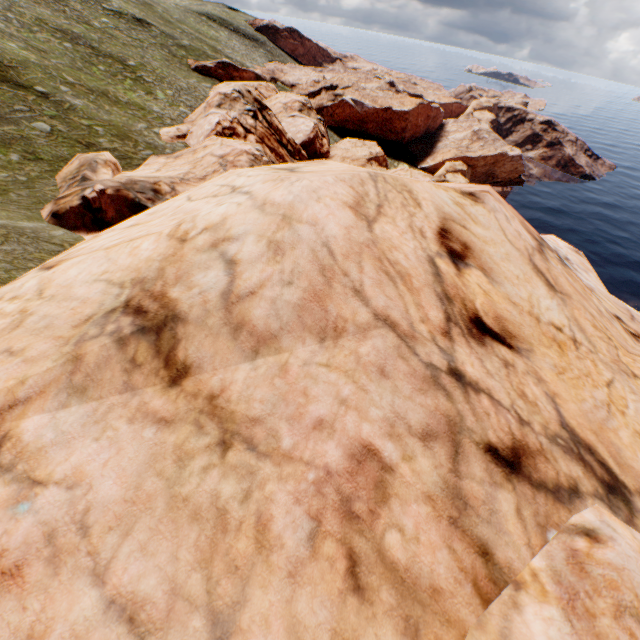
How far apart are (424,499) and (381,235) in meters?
3.4
